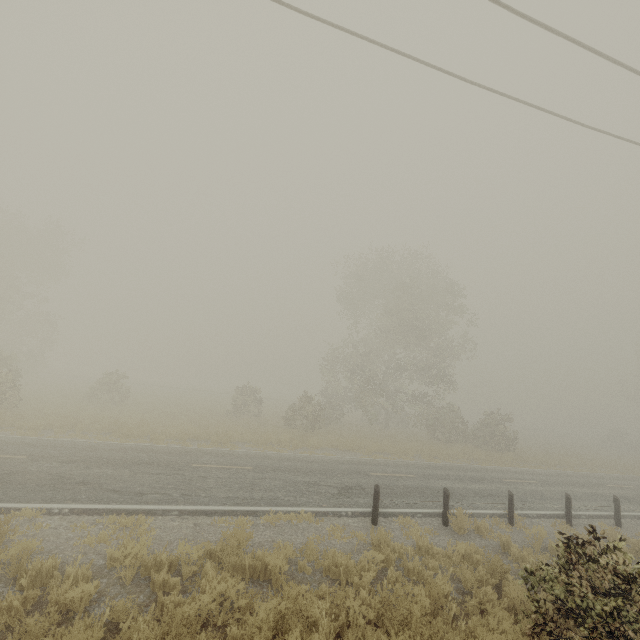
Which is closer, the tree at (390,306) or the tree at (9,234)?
the tree at (9,234)

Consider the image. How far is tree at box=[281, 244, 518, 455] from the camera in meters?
26.6

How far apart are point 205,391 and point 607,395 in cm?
6228

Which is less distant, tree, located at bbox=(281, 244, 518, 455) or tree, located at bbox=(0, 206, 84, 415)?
tree, located at bbox=(0, 206, 84, 415)

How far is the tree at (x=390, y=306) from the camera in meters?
26.6
